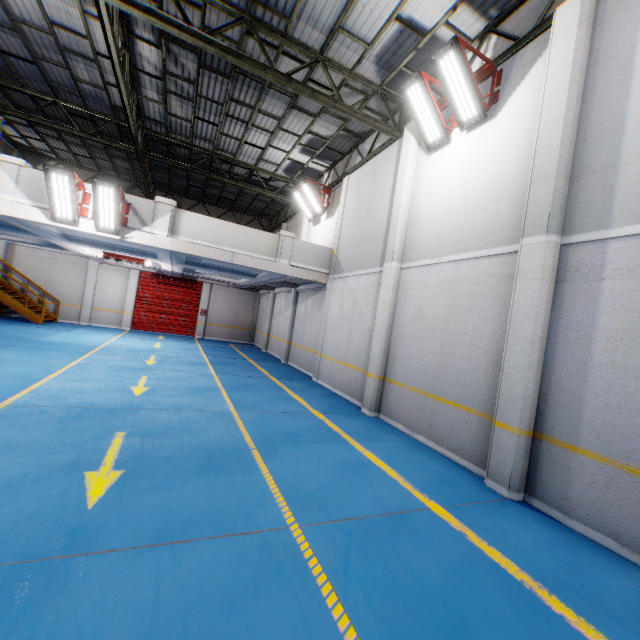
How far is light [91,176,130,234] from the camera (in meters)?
8.49

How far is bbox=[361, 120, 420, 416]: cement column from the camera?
8.5m

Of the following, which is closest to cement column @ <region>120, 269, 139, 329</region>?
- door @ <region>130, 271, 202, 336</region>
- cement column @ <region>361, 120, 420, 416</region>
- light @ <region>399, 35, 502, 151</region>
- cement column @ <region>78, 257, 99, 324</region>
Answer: door @ <region>130, 271, 202, 336</region>

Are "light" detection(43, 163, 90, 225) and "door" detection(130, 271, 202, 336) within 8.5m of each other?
no

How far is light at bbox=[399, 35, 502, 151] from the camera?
6.3 meters

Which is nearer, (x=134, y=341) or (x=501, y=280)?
(x=501, y=280)

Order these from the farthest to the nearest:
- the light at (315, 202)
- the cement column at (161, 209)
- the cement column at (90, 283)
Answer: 1. the cement column at (90, 283)
2. the light at (315, 202)
3. the cement column at (161, 209)

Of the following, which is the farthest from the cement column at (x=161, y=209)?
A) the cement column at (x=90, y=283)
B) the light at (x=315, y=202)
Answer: the cement column at (x=90, y=283)
